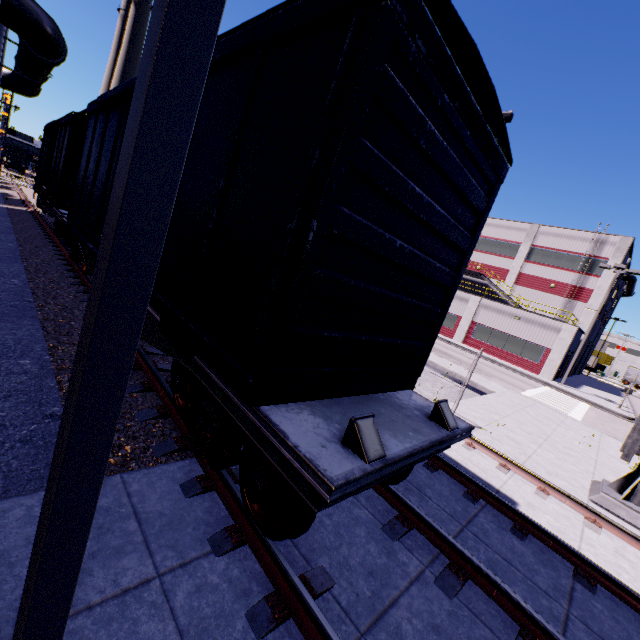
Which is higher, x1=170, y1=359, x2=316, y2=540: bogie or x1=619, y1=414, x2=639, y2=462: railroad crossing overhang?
x1=619, y1=414, x2=639, y2=462: railroad crossing overhang

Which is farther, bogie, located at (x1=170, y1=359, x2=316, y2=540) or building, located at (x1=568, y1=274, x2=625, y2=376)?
building, located at (x1=568, y1=274, x2=625, y2=376)

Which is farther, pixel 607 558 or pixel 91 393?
pixel 607 558

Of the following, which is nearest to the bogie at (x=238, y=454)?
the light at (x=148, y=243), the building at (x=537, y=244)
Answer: the light at (x=148, y=243)

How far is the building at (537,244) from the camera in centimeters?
2829cm

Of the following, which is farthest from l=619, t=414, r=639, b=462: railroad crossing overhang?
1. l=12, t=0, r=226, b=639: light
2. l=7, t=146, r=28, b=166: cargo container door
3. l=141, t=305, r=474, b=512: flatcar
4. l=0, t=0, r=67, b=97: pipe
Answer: l=7, t=146, r=28, b=166: cargo container door

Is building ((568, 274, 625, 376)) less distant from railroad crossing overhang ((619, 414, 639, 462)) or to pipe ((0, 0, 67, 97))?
pipe ((0, 0, 67, 97))

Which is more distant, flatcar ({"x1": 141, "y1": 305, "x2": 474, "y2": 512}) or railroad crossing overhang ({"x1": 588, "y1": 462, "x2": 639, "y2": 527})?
railroad crossing overhang ({"x1": 588, "y1": 462, "x2": 639, "y2": 527})
